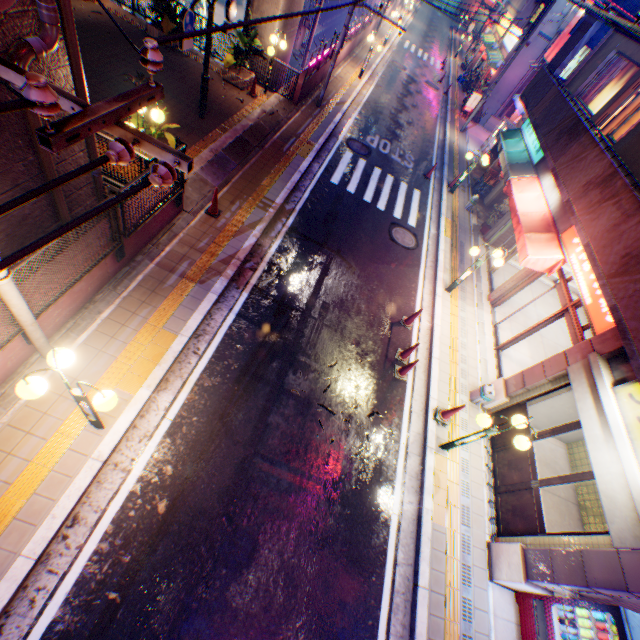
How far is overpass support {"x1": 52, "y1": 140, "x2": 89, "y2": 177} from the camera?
6.31m

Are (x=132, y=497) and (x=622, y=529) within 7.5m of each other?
no

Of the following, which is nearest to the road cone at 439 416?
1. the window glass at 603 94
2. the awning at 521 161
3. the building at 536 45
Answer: the awning at 521 161

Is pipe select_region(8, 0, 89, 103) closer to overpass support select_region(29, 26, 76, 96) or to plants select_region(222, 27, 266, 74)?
overpass support select_region(29, 26, 76, 96)

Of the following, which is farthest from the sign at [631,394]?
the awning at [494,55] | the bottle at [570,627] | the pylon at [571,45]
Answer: the awning at [494,55]

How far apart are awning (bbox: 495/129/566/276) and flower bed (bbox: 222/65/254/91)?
11.3m

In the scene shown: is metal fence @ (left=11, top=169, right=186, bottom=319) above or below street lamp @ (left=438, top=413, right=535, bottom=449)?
below

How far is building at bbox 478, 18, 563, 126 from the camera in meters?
20.8
